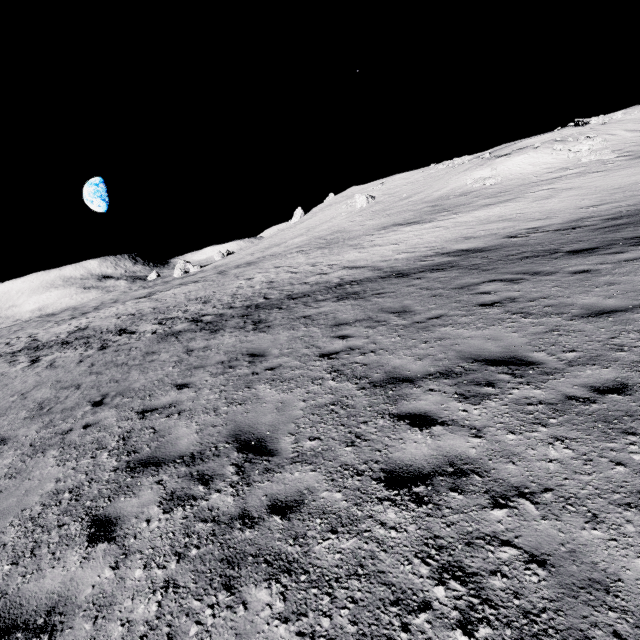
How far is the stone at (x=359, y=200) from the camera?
53.4 meters

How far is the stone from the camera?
53.44m

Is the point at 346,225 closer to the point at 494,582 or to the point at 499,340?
the point at 499,340
